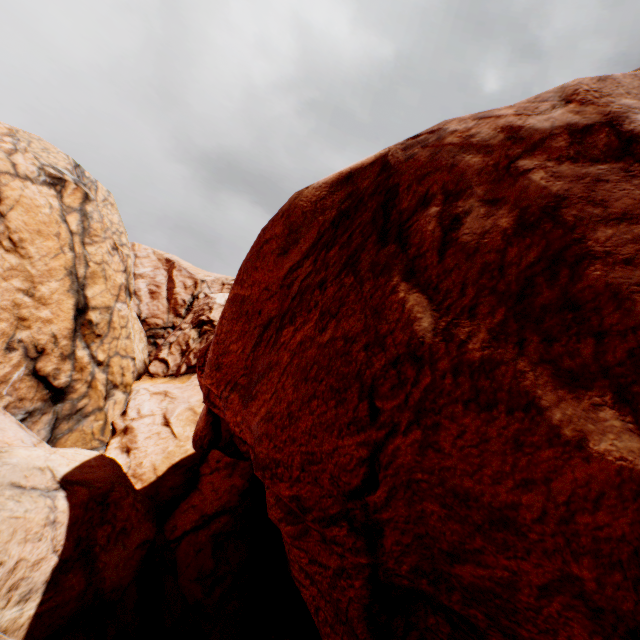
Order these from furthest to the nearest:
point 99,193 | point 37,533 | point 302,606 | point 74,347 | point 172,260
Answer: point 172,260, point 99,193, point 74,347, point 302,606, point 37,533
